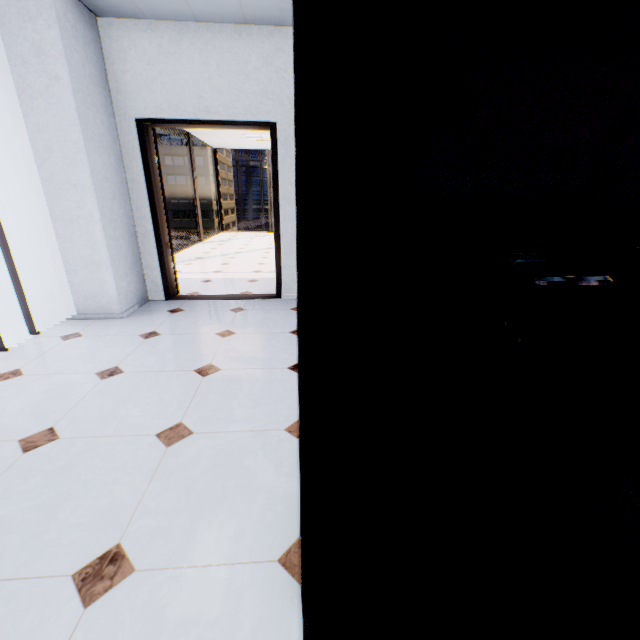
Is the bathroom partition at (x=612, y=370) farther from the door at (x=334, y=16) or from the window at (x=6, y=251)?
the window at (x=6, y=251)

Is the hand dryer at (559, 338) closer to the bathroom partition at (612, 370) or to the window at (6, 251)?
the bathroom partition at (612, 370)

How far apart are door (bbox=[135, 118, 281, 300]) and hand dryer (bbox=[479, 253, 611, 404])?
3.1 meters

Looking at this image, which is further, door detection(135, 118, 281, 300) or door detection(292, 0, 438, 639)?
door detection(135, 118, 281, 300)

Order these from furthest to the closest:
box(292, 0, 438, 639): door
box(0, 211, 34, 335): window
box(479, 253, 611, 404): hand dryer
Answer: box(0, 211, 34, 335): window
box(479, 253, 611, 404): hand dryer
box(292, 0, 438, 639): door

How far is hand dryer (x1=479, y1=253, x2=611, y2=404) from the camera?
1.4 meters

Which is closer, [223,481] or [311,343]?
[311,343]

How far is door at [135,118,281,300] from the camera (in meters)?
3.63
